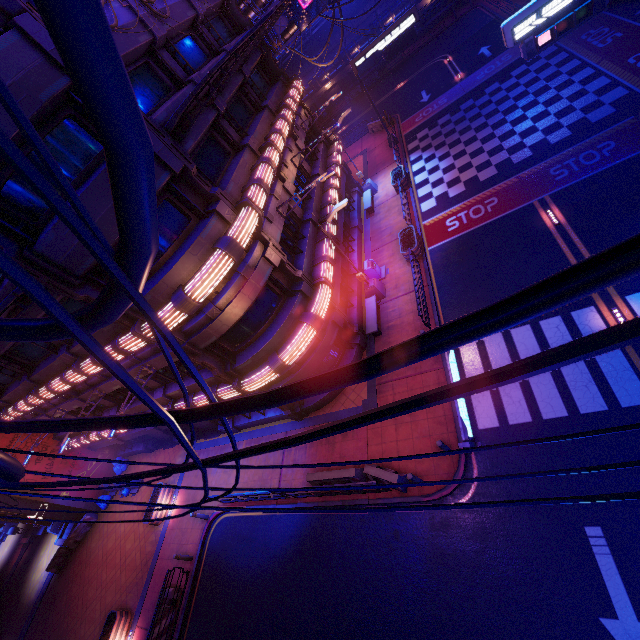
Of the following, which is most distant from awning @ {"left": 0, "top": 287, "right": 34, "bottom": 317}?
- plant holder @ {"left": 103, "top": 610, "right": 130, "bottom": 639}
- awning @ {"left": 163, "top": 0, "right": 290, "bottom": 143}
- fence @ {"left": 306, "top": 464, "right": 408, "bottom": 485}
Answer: plant holder @ {"left": 103, "top": 610, "right": 130, "bottom": 639}

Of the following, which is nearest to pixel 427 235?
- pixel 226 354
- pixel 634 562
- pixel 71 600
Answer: pixel 226 354

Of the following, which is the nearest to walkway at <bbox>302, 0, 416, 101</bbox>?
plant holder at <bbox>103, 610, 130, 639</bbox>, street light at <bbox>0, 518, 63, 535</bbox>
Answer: street light at <bbox>0, 518, 63, 535</bbox>

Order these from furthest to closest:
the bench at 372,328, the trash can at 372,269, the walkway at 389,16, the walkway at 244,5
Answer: the walkway at 389,16
the walkway at 244,5
the trash can at 372,269
the bench at 372,328

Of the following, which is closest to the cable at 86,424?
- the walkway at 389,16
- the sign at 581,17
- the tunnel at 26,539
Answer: the sign at 581,17

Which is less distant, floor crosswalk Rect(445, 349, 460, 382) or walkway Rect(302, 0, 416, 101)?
floor crosswalk Rect(445, 349, 460, 382)

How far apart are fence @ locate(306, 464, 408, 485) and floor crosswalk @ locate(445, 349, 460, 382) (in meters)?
3.88

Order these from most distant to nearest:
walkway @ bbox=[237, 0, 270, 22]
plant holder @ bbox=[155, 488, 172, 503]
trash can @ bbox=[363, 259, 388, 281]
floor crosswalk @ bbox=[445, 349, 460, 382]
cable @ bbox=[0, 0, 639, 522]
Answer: walkway @ bbox=[237, 0, 270, 22] < plant holder @ bbox=[155, 488, 172, 503] < trash can @ bbox=[363, 259, 388, 281] < floor crosswalk @ bbox=[445, 349, 460, 382] < cable @ bbox=[0, 0, 639, 522]
